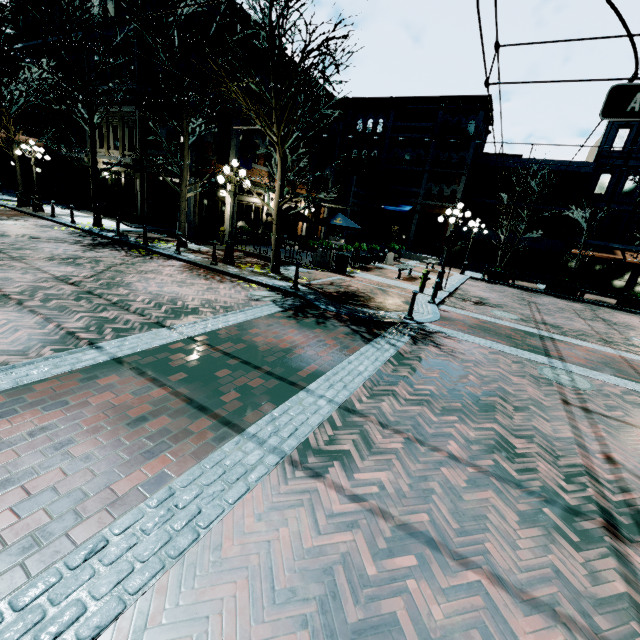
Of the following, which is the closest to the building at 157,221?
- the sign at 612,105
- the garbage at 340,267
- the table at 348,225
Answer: the table at 348,225

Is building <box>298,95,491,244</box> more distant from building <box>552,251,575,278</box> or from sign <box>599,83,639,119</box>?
sign <box>599,83,639,119</box>

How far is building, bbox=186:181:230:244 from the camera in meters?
16.9 m

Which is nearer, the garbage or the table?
the garbage

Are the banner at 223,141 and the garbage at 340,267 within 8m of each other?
yes

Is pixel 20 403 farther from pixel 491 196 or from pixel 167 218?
pixel 491 196

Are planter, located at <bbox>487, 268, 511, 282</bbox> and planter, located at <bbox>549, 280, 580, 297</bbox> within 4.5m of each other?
yes

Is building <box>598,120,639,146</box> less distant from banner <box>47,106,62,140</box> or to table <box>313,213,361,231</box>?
table <box>313,213,361,231</box>
